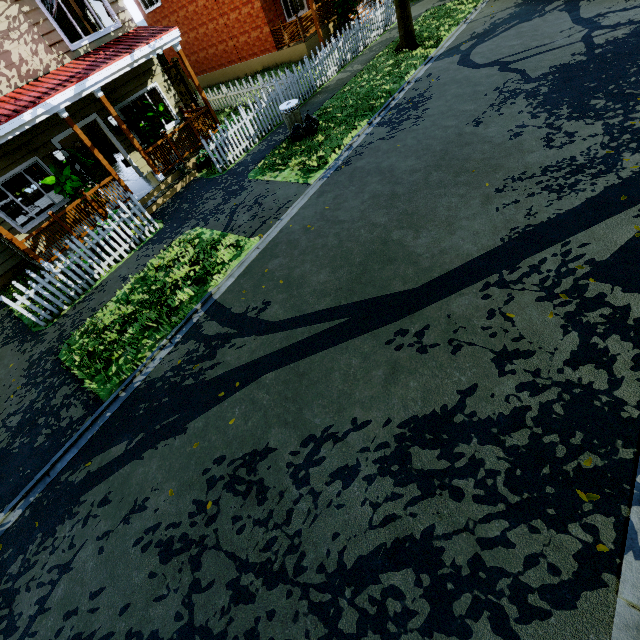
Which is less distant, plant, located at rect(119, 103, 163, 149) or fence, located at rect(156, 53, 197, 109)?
plant, located at rect(119, 103, 163, 149)

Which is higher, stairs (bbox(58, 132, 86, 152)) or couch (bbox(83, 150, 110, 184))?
stairs (bbox(58, 132, 86, 152))

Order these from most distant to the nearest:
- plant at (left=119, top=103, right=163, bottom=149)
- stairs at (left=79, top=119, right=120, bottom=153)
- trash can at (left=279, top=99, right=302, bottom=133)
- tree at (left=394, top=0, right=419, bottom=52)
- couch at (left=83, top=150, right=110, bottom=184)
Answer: stairs at (left=79, top=119, right=120, bottom=153), couch at (left=83, top=150, right=110, bottom=184), tree at (left=394, top=0, right=419, bottom=52), plant at (left=119, top=103, right=163, bottom=149), trash can at (left=279, top=99, right=302, bottom=133)

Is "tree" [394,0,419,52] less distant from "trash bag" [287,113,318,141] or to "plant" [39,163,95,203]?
"trash bag" [287,113,318,141]

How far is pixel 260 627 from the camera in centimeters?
307cm

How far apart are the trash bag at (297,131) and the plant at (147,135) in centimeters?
524cm

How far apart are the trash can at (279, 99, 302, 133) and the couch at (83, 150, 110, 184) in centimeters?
763cm

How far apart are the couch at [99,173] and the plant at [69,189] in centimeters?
247cm
